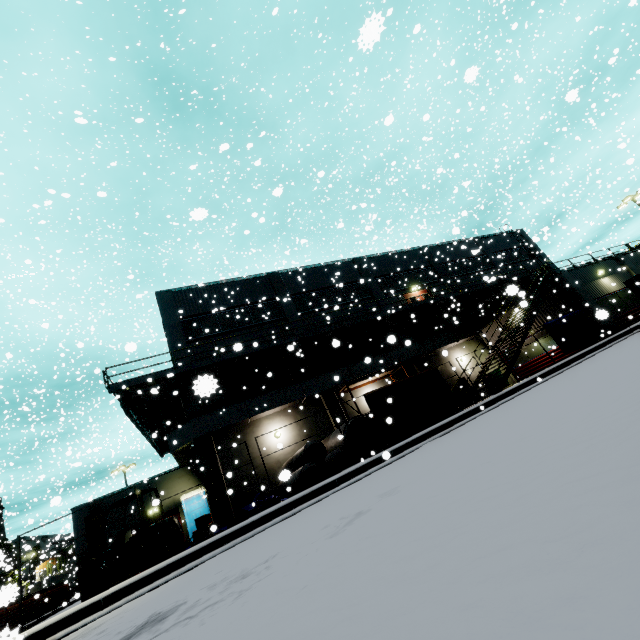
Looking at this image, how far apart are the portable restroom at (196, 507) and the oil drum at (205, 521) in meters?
3.8

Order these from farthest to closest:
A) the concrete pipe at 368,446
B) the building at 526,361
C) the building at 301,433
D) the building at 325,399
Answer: the building at 526,361 < the building at 301,433 < the building at 325,399 < the concrete pipe at 368,446

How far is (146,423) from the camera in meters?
21.3 m

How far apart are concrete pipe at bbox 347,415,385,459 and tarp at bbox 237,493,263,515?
2.65m

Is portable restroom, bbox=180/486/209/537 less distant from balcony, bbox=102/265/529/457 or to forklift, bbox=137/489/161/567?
balcony, bbox=102/265/529/457

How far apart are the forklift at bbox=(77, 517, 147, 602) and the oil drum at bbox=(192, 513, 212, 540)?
6.9 meters

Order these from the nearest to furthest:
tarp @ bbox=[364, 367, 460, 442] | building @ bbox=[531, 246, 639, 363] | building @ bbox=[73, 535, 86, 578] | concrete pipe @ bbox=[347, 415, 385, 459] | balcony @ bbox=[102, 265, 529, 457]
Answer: tarp @ bbox=[364, 367, 460, 442] → concrete pipe @ bbox=[347, 415, 385, 459] → balcony @ bbox=[102, 265, 529, 457] → building @ bbox=[73, 535, 86, 578] → building @ bbox=[531, 246, 639, 363]

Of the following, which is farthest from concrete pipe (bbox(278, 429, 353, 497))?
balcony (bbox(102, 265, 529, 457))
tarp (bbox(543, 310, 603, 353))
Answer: balcony (bbox(102, 265, 529, 457))
